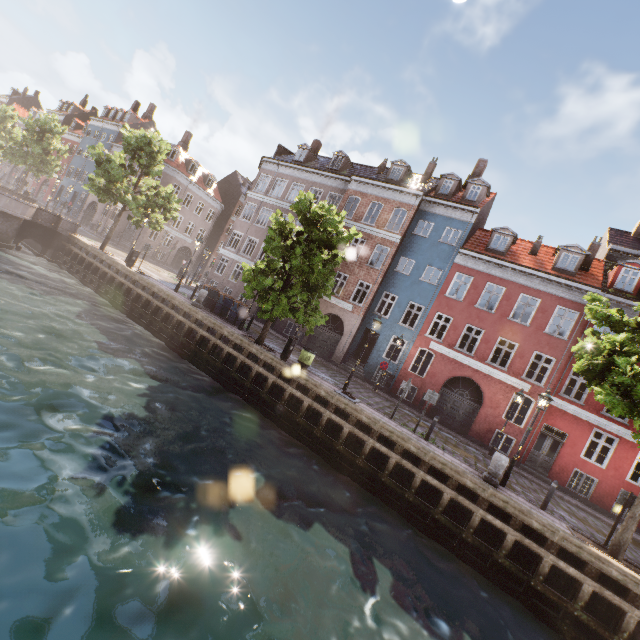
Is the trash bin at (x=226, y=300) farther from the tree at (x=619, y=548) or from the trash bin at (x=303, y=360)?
the trash bin at (x=303, y=360)

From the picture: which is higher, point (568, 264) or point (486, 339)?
point (568, 264)

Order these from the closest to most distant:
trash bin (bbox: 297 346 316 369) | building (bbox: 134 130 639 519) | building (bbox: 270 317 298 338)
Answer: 1. trash bin (bbox: 297 346 316 369)
2. building (bbox: 134 130 639 519)
3. building (bbox: 270 317 298 338)

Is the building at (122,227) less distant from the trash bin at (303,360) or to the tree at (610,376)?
the tree at (610,376)

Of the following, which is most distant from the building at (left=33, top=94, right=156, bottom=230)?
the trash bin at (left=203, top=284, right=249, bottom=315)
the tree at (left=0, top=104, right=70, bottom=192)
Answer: the trash bin at (left=203, top=284, right=249, bottom=315)

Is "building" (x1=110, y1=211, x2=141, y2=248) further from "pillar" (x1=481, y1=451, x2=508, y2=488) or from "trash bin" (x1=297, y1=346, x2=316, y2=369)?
"pillar" (x1=481, y1=451, x2=508, y2=488)

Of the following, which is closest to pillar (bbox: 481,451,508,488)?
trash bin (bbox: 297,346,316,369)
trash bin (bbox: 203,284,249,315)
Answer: trash bin (bbox: 297,346,316,369)

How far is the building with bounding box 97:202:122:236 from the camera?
37.56m
